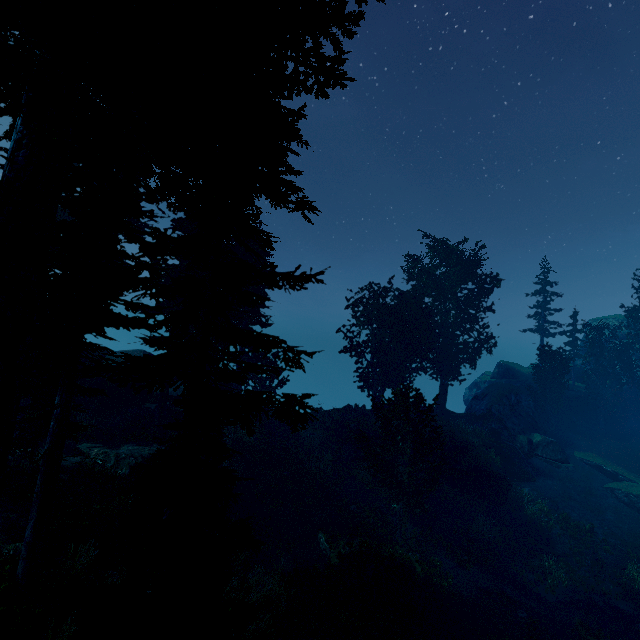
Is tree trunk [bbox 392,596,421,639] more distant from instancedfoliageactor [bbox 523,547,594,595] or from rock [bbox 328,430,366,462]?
rock [bbox 328,430,366,462]

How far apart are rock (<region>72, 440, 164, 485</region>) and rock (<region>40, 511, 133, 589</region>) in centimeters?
409cm

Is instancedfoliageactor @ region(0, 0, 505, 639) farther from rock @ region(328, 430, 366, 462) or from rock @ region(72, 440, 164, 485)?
rock @ region(72, 440, 164, 485)

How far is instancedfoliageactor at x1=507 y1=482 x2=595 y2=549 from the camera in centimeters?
2372cm

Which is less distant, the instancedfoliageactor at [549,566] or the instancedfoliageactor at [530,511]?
the instancedfoliageactor at [549,566]

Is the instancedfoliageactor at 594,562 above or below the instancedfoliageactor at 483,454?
below

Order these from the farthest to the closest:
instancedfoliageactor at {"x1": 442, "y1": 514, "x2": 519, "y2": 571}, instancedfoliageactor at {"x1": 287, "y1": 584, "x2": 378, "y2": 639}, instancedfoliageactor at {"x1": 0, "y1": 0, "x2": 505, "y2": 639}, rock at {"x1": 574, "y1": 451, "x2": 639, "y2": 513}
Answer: rock at {"x1": 574, "y1": 451, "x2": 639, "y2": 513}
instancedfoliageactor at {"x1": 442, "y1": 514, "x2": 519, "y2": 571}
instancedfoliageactor at {"x1": 287, "y1": 584, "x2": 378, "y2": 639}
instancedfoliageactor at {"x1": 0, "y1": 0, "x2": 505, "y2": 639}

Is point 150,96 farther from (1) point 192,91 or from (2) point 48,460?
(2) point 48,460
